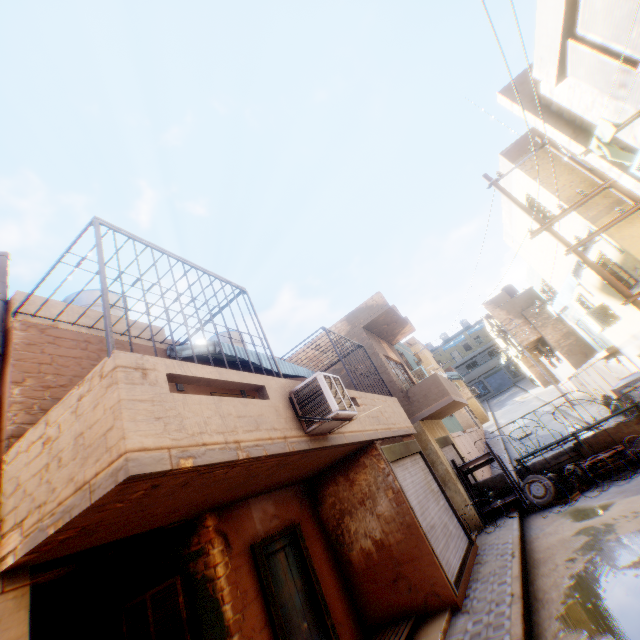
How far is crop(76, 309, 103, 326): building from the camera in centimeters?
620cm

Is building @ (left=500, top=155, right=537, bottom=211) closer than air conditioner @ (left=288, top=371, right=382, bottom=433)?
No

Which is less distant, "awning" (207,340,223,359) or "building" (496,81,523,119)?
"awning" (207,340,223,359)

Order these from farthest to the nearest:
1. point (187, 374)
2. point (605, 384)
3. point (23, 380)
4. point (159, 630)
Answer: point (605, 384)
point (159, 630)
point (23, 380)
point (187, 374)

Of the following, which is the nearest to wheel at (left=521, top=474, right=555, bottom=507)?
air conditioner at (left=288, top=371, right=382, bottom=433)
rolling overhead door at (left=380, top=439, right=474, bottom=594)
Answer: rolling overhead door at (left=380, top=439, right=474, bottom=594)

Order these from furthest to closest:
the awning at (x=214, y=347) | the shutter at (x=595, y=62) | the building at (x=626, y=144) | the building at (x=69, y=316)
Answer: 1. the awning at (x=214, y=347)
2. the building at (x=69, y=316)
3. the building at (x=626, y=144)
4. the shutter at (x=595, y=62)

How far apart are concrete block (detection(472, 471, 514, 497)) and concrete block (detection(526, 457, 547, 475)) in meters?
0.6

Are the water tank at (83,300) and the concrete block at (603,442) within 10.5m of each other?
no
